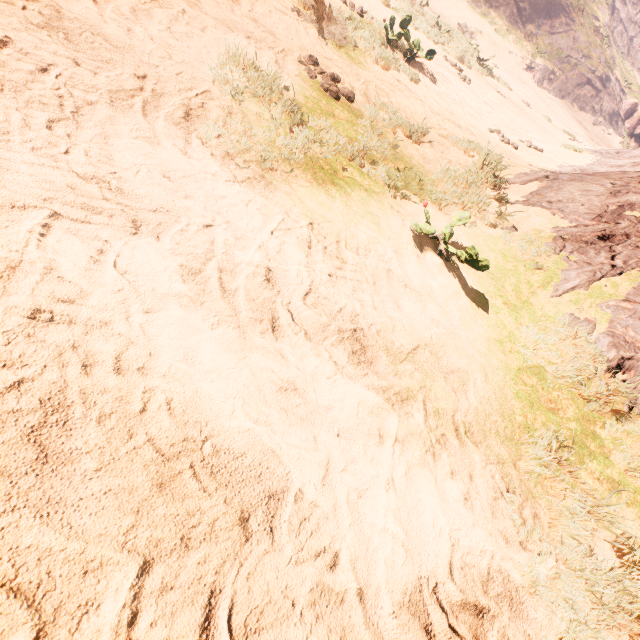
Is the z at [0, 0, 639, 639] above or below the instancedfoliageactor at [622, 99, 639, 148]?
below

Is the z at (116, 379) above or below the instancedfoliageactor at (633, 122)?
below

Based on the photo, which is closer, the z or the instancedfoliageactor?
the z

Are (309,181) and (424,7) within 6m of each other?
no

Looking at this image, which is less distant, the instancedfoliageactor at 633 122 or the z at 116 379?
the z at 116 379
